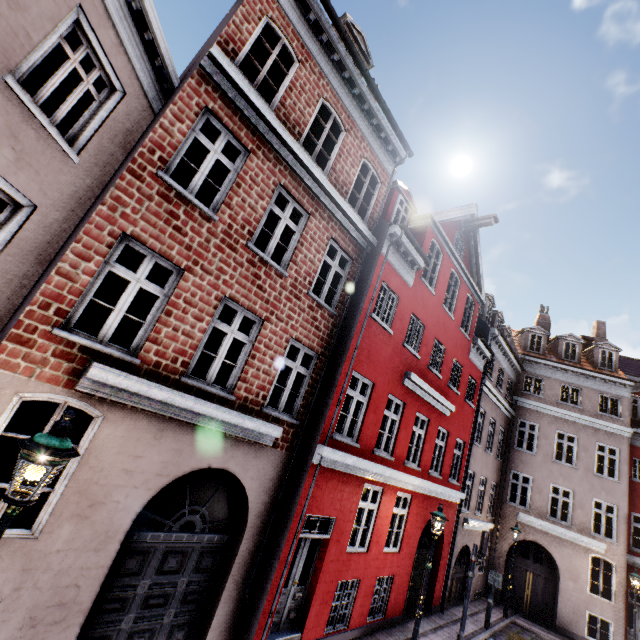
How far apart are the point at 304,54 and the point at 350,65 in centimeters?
154cm

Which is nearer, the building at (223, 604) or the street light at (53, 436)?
the street light at (53, 436)

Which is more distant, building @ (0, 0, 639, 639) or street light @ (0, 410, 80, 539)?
building @ (0, 0, 639, 639)
